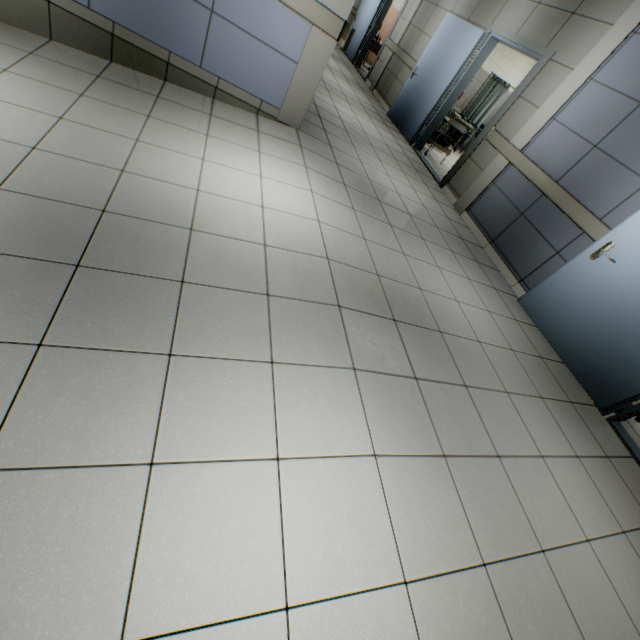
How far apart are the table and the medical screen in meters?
2.7 m

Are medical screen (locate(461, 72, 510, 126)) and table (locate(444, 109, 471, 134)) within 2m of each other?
no

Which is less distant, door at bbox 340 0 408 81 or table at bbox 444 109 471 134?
table at bbox 444 109 471 134

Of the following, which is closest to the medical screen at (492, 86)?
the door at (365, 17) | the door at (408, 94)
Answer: the door at (365, 17)

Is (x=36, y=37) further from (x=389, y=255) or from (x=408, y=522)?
(x=408, y=522)

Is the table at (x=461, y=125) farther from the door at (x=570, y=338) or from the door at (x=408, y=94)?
the door at (x=570, y=338)

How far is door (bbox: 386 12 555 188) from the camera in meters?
4.9 m

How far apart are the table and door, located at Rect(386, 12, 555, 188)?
0.11m
